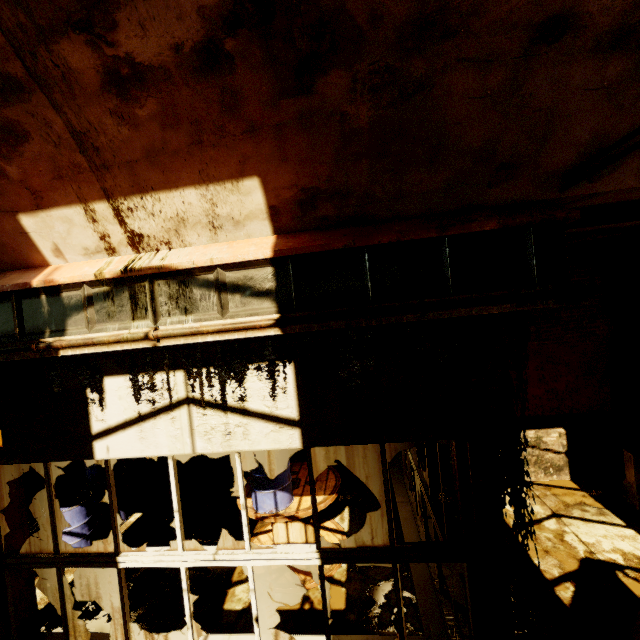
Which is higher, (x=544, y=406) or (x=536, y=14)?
(x=536, y=14)

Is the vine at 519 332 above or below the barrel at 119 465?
above

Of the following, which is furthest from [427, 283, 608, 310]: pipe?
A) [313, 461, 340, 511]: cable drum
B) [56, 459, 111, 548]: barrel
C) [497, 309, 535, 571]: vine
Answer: [56, 459, 111, 548]: barrel

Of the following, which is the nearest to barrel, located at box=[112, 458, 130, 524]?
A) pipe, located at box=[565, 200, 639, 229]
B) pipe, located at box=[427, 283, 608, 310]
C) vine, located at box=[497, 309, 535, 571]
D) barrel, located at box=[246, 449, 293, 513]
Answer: barrel, located at box=[246, 449, 293, 513]

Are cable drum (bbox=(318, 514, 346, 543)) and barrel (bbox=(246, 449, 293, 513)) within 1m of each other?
yes

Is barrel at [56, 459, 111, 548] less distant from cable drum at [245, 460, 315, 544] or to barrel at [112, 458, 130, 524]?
barrel at [112, 458, 130, 524]

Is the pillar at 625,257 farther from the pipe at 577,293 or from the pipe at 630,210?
the pipe at 577,293

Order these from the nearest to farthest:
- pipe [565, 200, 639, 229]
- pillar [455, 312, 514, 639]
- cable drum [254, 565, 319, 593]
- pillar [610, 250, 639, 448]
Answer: pillar [455, 312, 514, 639]
pipe [565, 200, 639, 229]
cable drum [254, 565, 319, 593]
pillar [610, 250, 639, 448]
